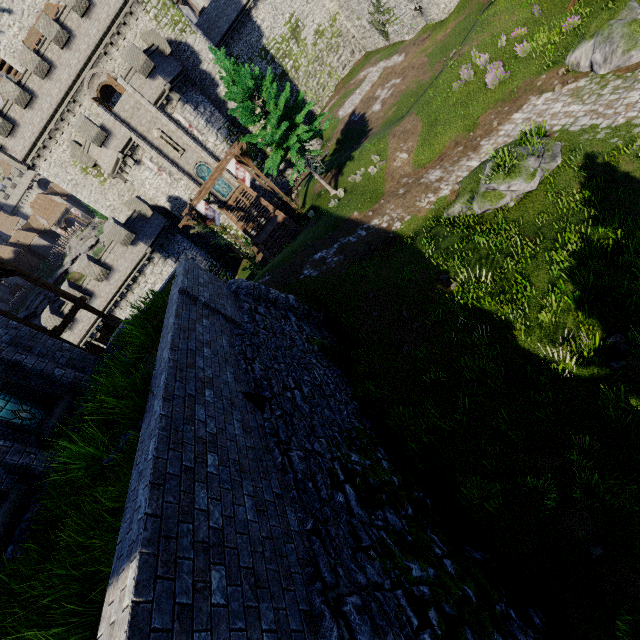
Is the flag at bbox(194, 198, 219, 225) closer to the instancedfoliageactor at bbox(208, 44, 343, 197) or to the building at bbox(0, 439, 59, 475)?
the instancedfoliageactor at bbox(208, 44, 343, 197)

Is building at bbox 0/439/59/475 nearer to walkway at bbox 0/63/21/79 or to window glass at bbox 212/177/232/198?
window glass at bbox 212/177/232/198

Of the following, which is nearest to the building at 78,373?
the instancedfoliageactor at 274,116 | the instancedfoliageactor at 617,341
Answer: the instancedfoliageactor at 617,341

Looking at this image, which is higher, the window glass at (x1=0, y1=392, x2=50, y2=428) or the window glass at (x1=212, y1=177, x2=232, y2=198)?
the window glass at (x1=0, y1=392, x2=50, y2=428)

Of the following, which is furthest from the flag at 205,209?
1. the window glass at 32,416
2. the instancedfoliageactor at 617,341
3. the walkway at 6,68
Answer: the walkway at 6,68

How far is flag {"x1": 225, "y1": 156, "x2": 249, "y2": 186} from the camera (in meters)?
23.09

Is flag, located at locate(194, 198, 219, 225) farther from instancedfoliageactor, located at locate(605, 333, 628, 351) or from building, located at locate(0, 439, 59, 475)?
instancedfoliageactor, located at locate(605, 333, 628, 351)

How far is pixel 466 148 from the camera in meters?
16.6
